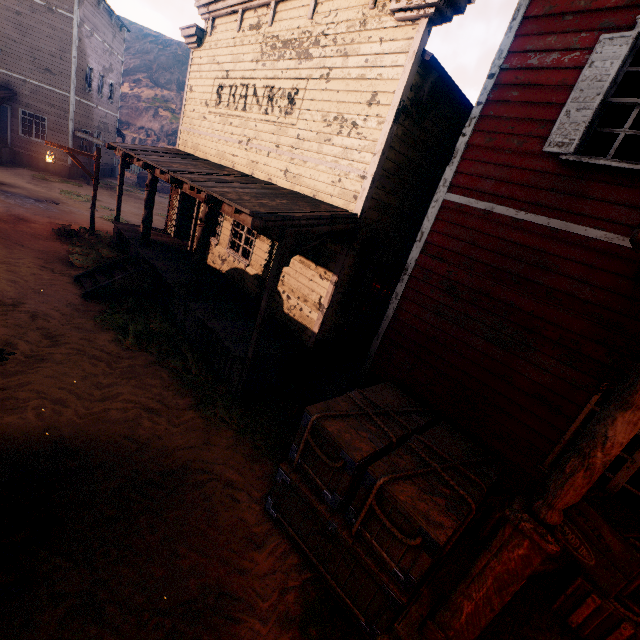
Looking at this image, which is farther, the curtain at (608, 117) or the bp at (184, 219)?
the bp at (184, 219)

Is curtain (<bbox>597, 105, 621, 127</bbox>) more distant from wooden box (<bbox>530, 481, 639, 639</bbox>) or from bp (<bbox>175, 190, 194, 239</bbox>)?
bp (<bbox>175, 190, 194, 239</bbox>)

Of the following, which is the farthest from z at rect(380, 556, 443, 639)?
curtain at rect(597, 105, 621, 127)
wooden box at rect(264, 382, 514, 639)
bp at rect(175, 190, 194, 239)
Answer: curtain at rect(597, 105, 621, 127)

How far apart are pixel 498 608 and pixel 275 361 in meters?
5.3 m

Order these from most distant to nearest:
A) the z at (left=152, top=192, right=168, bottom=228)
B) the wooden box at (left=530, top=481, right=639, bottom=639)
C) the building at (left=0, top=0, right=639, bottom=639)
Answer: the z at (left=152, top=192, right=168, bottom=228)
the building at (left=0, top=0, right=639, bottom=639)
the wooden box at (left=530, top=481, right=639, bottom=639)

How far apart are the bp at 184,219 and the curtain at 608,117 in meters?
12.2 m

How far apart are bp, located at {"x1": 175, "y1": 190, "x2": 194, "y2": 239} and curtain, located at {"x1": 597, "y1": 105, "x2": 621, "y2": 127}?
12.2 meters
